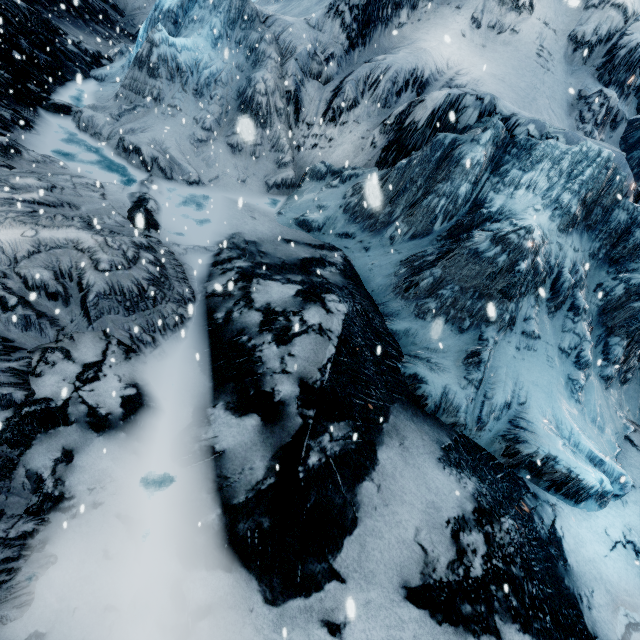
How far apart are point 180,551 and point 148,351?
3.2m
